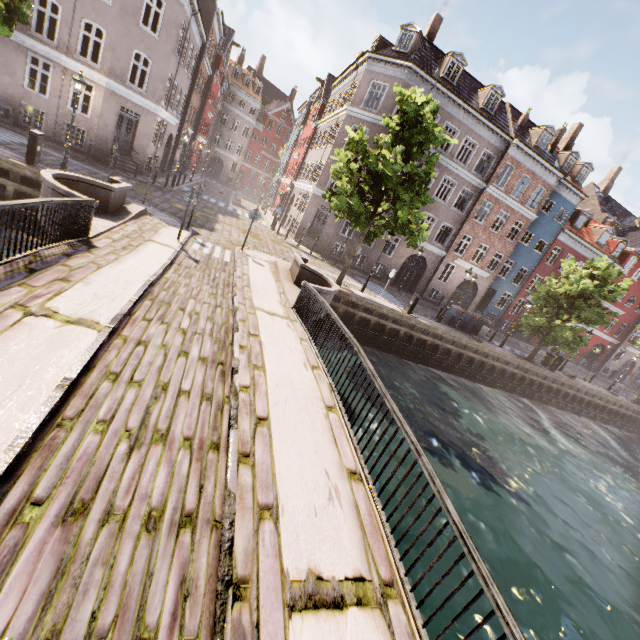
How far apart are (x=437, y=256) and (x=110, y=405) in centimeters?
2802cm

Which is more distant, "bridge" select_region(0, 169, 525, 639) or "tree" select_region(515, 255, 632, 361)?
"tree" select_region(515, 255, 632, 361)

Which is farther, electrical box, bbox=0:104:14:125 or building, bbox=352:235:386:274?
building, bbox=352:235:386:274

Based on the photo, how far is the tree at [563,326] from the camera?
19.9m

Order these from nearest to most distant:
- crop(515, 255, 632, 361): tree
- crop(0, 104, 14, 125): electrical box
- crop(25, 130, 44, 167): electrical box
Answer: crop(25, 130, 44, 167): electrical box < crop(0, 104, 14, 125): electrical box < crop(515, 255, 632, 361): tree

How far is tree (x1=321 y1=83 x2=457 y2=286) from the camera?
13.50m

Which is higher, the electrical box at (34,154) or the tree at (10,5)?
the tree at (10,5)

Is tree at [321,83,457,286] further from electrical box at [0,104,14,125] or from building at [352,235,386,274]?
electrical box at [0,104,14,125]
